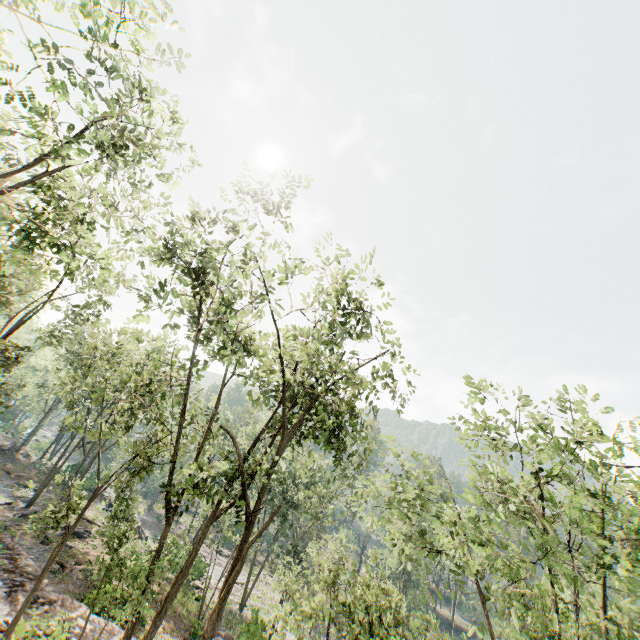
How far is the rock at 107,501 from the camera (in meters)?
41.37

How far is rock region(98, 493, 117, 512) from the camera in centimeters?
4137cm

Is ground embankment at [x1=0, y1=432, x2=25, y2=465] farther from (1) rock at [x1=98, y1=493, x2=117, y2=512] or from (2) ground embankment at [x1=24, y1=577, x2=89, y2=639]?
(2) ground embankment at [x1=24, y1=577, x2=89, y2=639]

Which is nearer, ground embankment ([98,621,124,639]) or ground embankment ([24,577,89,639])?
ground embankment ([24,577,89,639])

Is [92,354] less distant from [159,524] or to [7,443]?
[7,443]

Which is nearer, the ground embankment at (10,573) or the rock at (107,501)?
the ground embankment at (10,573)

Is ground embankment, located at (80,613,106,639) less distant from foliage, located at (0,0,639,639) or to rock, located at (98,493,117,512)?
foliage, located at (0,0,639,639)

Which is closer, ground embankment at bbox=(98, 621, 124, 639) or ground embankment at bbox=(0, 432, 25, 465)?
ground embankment at bbox=(98, 621, 124, 639)
